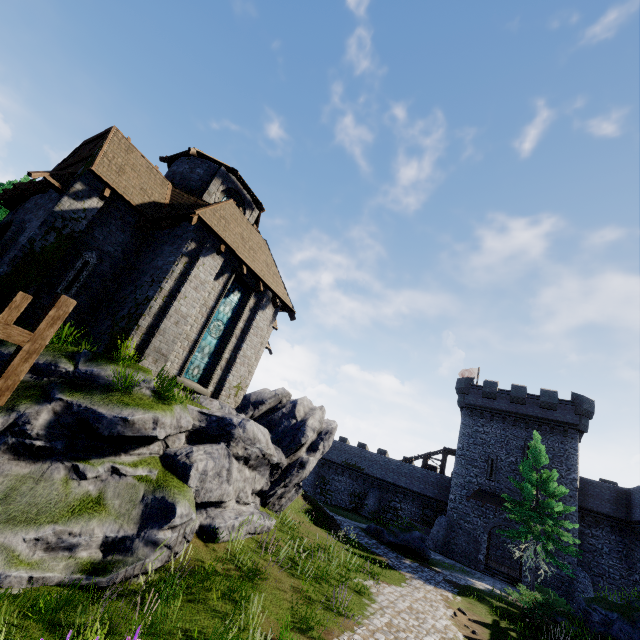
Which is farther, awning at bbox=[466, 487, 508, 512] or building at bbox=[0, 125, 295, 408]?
awning at bbox=[466, 487, 508, 512]

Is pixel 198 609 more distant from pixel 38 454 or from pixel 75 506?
pixel 38 454

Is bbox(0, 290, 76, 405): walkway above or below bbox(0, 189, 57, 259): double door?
below

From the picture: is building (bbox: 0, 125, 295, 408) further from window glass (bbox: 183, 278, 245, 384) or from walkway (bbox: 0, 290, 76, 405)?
walkway (bbox: 0, 290, 76, 405)

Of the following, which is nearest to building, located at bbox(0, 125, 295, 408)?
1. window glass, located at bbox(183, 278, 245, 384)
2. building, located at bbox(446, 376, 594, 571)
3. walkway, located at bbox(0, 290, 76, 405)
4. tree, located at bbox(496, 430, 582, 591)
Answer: window glass, located at bbox(183, 278, 245, 384)

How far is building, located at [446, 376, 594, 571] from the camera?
28.8m

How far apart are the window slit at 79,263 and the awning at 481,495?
33.97m

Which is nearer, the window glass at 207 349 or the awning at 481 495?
the window glass at 207 349
